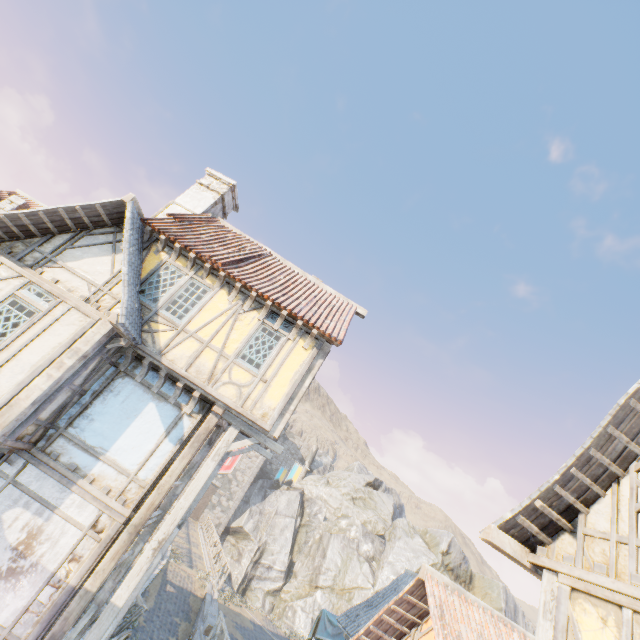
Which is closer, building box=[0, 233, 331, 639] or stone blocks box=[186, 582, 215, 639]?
building box=[0, 233, 331, 639]

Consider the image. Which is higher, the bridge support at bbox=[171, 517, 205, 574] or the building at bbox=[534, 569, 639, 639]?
the building at bbox=[534, 569, 639, 639]

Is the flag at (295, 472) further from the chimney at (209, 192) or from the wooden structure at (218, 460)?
the chimney at (209, 192)

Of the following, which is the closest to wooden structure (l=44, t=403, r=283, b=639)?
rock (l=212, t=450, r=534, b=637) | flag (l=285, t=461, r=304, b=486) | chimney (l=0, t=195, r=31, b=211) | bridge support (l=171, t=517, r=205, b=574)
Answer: flag (l=285, t=461, r=304, b=486)

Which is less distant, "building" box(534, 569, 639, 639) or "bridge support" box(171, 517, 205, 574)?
"building" box(534, 569, 639, 639)

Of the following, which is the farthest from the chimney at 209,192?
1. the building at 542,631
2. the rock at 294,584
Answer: the building at 542,631

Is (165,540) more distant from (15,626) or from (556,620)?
(556,620)

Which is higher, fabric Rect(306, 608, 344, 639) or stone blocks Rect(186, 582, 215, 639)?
fabric Rect(306, 608, 344, 639)
